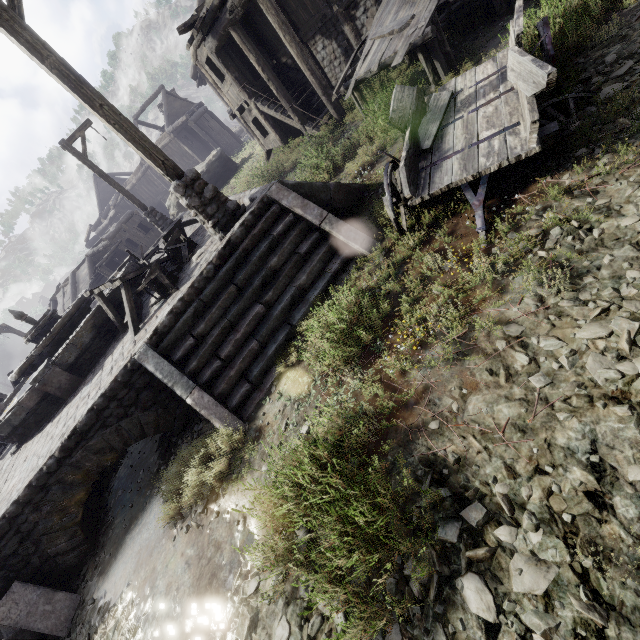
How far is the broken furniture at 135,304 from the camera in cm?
659

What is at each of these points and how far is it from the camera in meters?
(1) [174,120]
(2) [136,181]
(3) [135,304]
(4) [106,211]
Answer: (1) building, 30.2
(2) building, 32.1
(3) broken furniture, 7.8
(4) building, 33.6

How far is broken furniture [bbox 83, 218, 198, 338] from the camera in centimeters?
659cm

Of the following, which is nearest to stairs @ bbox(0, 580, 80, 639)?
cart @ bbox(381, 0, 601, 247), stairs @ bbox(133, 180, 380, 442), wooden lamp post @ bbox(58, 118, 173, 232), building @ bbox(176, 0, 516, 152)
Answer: stairs @ bbox(133, 180, 380, 442)

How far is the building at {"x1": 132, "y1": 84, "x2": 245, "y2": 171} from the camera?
28.9 meters

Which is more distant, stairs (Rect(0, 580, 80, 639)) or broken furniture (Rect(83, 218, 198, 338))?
broken furniture (Rect(83, 218, 198, 338))

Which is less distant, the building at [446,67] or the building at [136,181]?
the building at [446,67]

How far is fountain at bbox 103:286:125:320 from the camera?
8.2m
